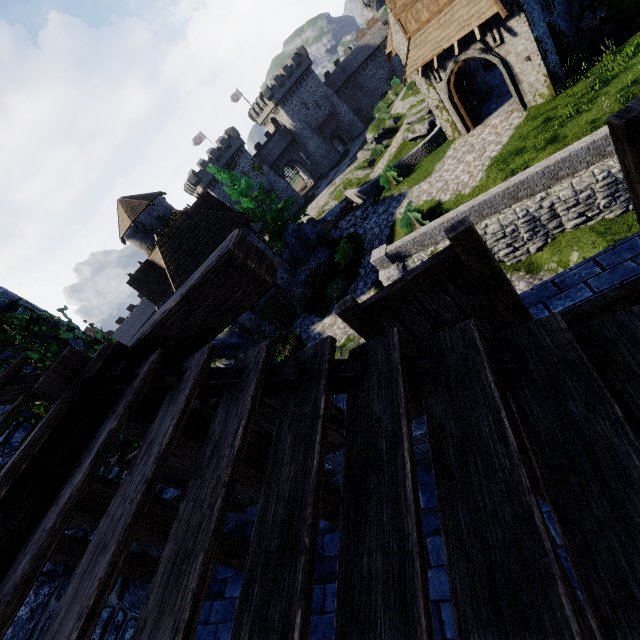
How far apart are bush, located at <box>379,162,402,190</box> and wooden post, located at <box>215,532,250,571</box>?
22.1 meters

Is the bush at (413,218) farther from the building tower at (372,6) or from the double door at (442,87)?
the building tower at (372,6)

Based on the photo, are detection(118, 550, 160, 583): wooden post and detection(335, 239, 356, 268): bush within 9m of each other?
no

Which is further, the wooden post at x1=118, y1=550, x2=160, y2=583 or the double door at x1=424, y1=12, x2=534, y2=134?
the double door at x1=424, y1=12, x2=534, y2=134

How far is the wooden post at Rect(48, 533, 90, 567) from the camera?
4.9 meters

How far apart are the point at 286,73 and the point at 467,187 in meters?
54.8 m

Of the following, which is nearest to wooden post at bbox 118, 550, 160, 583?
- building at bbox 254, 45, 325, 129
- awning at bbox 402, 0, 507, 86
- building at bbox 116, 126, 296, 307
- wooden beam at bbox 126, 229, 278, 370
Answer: wooden beam at bbox 126, 229, 278, 370

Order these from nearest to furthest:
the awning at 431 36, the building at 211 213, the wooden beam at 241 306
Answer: the wooden beam at 241 306 → the awning at 431 36 → the building at 211 213
